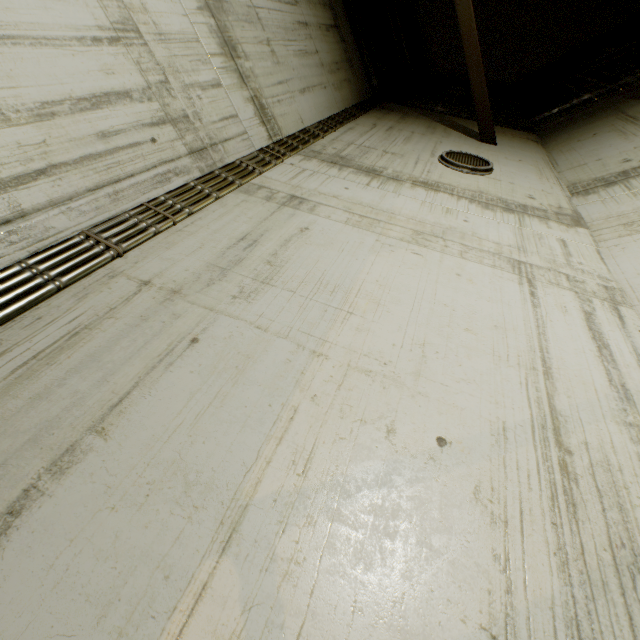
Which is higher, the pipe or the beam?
Answer: the beam

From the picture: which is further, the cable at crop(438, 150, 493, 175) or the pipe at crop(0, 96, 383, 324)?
the cable at crop(438, 150, 493, 175)

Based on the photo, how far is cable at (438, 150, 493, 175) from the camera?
4.67m

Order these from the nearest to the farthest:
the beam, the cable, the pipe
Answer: the pipe, the cable, the beam

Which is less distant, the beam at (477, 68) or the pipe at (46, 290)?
the pipe at (46, 290)

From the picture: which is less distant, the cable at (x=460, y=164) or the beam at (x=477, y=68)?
the cable at (x=460, y=164)

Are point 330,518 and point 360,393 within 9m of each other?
yes

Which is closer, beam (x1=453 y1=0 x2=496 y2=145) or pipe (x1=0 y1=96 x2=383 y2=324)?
pipe (x1=0 y1=96 x2=383 y2=324)
